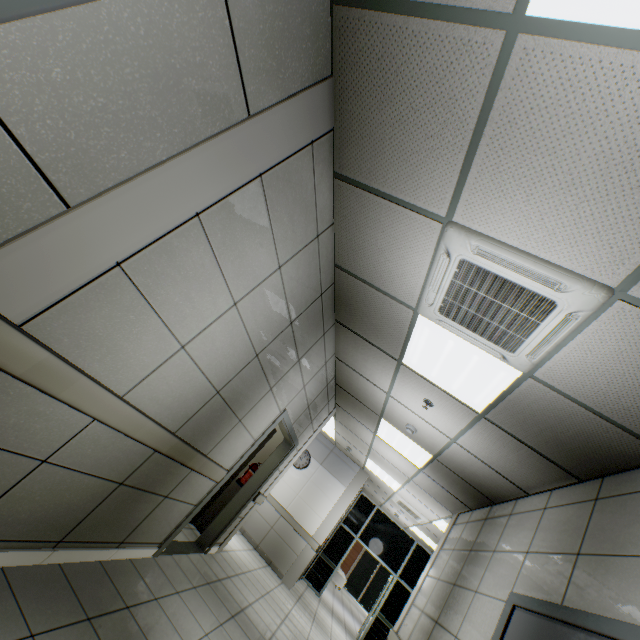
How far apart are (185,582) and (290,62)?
5.11m

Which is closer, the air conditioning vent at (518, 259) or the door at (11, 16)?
the door at (11, 16)

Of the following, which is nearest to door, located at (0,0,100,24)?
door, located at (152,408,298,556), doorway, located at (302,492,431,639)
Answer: door, located at (152,408,298,556)

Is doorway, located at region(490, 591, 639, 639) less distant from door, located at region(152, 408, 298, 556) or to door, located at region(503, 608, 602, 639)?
door, located at region(503, 608, 602, 639)

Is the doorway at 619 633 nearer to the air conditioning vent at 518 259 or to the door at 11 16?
the air conditioning vent at 518 259

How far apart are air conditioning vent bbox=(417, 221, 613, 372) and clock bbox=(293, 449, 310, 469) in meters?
7.7

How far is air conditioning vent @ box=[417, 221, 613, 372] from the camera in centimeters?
188cm

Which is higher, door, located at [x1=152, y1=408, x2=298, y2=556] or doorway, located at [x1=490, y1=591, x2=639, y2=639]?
doorway, located at [x1=490, y1=591, x2=639, y2=639]
